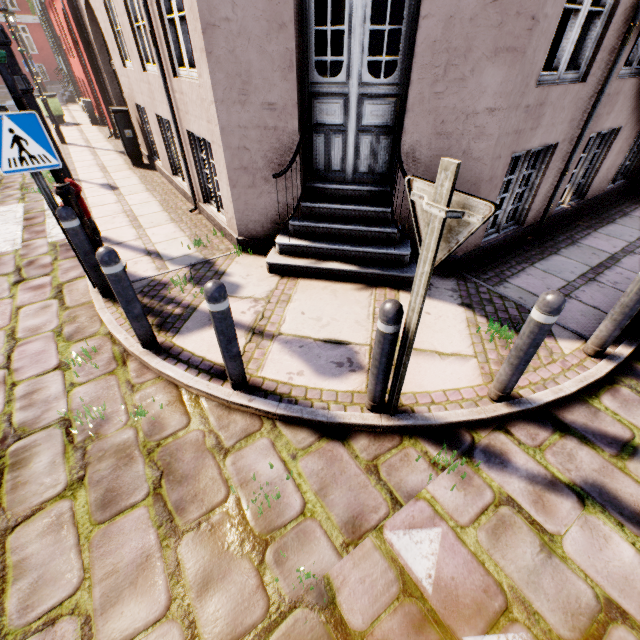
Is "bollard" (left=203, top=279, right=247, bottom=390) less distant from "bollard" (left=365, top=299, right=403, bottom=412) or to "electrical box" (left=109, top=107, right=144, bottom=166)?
"bollard" (left=365, top=299, right=403, bottom=412)

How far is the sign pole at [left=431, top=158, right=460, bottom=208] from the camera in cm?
144

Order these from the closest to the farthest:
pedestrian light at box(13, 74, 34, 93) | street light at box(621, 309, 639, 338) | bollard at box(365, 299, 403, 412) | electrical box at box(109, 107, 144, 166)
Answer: bollard at box(365, 299, 403, 412) < street light at box(621, 309, 639, 338) < pedestrian light at box(13, 74, 34, 93) < electrical box at box(109, 107, 144, 166)

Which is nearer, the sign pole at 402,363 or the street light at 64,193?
the sign pole at 402,363

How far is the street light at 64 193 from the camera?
3.44m

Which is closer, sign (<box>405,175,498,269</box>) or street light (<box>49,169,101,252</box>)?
sign (<box>405,175,498,269</box>)

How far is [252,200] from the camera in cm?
441

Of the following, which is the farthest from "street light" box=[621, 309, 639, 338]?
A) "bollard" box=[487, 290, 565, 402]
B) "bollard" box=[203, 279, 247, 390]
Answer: "bollard" box=[203, 279, 247, 390]
